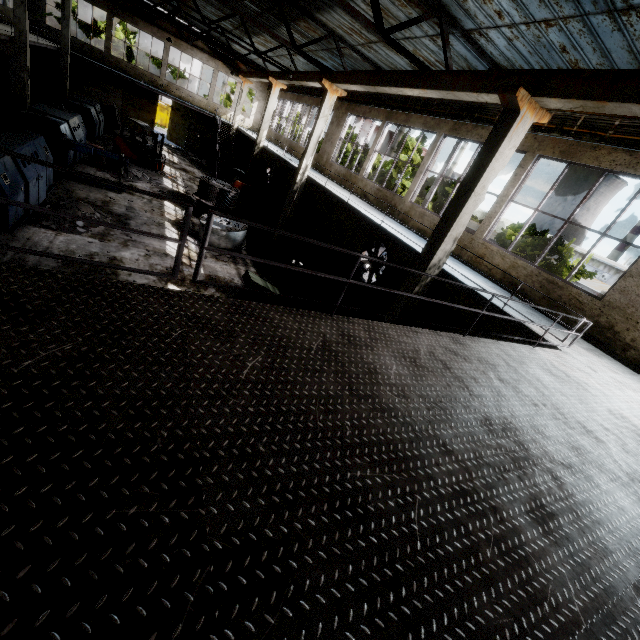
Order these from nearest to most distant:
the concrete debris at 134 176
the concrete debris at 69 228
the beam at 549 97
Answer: the beam at 549 97, the concrete debris at 69 228, the concrete debris at 134 176

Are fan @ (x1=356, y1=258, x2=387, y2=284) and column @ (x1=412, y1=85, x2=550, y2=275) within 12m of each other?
yes

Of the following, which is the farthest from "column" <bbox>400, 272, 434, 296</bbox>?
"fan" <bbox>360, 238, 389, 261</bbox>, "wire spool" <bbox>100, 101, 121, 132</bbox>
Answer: "wire spool" <bbox>100, 101, 121, 132</bbox>

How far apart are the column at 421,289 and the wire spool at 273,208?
13.2 meters

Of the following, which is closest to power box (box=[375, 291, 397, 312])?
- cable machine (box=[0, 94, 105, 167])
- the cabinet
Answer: the cabinet

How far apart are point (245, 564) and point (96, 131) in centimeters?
2872cm

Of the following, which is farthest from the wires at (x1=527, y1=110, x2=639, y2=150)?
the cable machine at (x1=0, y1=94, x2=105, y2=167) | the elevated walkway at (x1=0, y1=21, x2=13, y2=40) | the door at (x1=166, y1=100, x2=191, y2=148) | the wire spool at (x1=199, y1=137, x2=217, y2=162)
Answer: the cable machine at (x1=0, y1=94, x2=105, y2=167)

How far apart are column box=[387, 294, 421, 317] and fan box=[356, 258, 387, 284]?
4.87m
